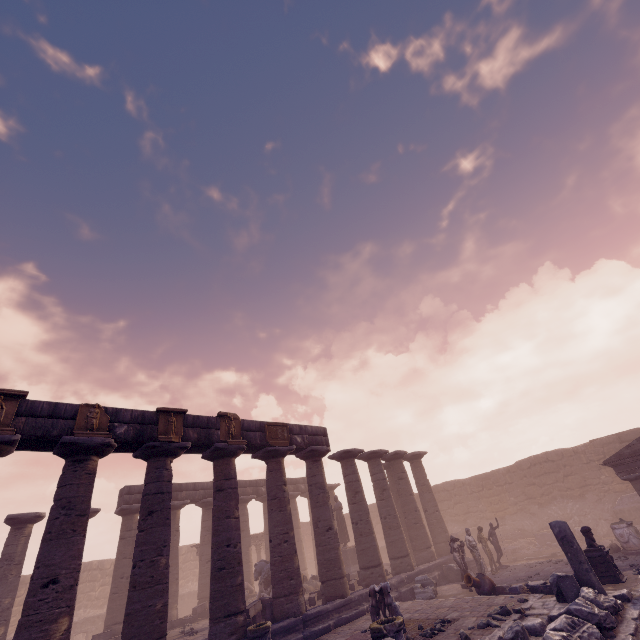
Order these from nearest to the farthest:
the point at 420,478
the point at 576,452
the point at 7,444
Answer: the point at 7,444
the point at 420,478
the point at 576,452

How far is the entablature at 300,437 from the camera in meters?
14.3 m

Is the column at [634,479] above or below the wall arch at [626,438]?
below

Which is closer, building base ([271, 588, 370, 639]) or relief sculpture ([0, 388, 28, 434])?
relief sculpture ([0, 388, 28, 434])

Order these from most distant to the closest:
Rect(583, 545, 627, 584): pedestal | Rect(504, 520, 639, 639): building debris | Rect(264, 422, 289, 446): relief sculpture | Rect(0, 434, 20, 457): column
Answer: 1. Rect(264, 422, 289, 446): relief sculpture
2. Rect(583, 545, 627, 584): pedestal
3. Rect(0, 434, 20, 457): column
4. Rect(504, 520, 639, 639): building debris

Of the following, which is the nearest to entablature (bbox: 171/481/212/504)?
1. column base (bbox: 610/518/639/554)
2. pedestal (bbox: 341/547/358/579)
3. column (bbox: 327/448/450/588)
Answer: column (bbox: 327/448/450/588)

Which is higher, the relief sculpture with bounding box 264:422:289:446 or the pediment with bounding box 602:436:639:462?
the relief sculpture with bounding box 264:422:289:446

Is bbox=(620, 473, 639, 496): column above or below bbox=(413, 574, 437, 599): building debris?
above
